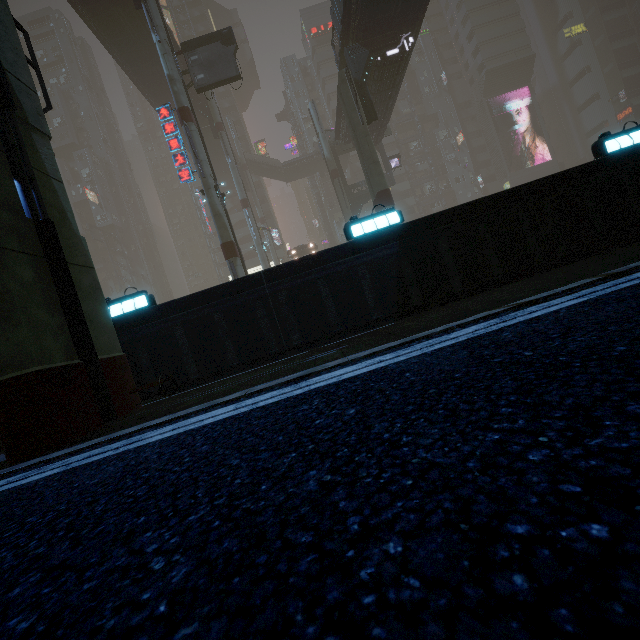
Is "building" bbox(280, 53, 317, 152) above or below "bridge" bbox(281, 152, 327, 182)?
above

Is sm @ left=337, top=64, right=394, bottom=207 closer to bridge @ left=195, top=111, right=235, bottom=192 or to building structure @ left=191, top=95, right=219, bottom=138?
bridge @ left=195, top=111, right=235, bottom=192

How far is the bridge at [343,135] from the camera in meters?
28.5 m

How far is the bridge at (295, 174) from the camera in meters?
53.5

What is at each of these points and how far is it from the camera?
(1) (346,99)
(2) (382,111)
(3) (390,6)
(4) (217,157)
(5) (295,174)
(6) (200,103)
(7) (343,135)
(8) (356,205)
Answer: (1) sm, 20.42m
(2) building, 27.33m
(3) bridge, 19.17m
(4) bridge, 49.00m
(5) bridge, 56.03m
(6) building structure, 36.59m
(7) bridge, 32.12m
(8) building structure, 36.72m

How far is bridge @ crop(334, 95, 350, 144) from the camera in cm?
2851

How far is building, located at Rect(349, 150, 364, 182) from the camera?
57.97m

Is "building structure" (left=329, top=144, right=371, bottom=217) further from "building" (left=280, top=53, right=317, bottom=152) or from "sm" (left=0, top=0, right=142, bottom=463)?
"sm" (left=0, top=0, right=142, bottom=463)
